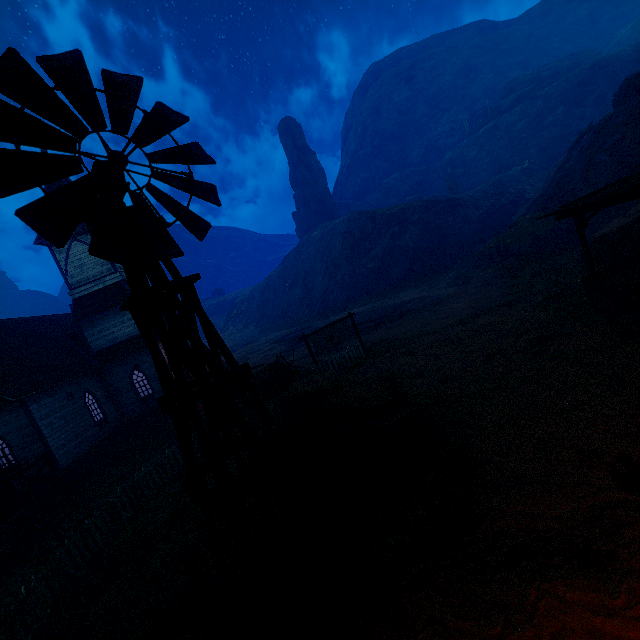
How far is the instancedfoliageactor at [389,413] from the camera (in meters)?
6.96

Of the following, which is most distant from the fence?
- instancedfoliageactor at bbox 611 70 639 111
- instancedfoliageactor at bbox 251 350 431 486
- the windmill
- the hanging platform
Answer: instancedfoliageactor at bbox 611 70 639 111

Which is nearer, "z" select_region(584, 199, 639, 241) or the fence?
the fence

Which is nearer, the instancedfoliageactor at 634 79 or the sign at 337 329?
the sign at 337 329

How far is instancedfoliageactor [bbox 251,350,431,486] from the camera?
6.96m

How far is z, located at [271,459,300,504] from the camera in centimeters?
772cm

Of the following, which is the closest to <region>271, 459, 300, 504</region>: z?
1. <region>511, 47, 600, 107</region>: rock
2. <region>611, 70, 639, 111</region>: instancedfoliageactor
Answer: <region>611, 70, 639, 111</region>: instancedfoliageactor

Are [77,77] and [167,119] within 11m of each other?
yes
